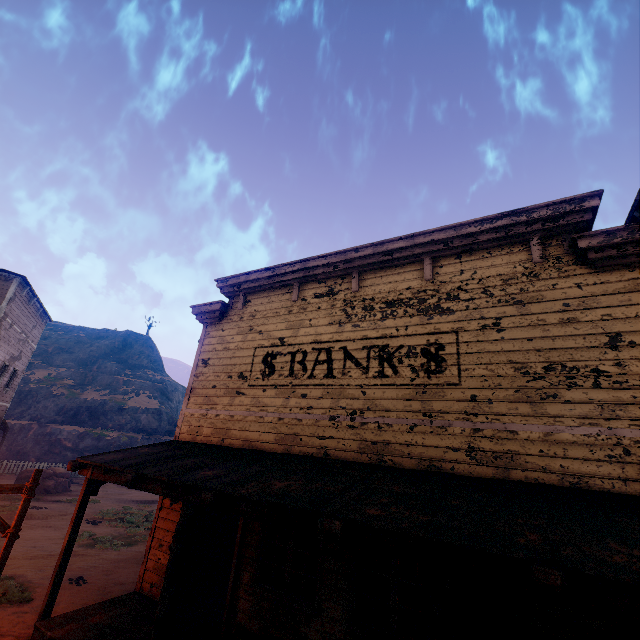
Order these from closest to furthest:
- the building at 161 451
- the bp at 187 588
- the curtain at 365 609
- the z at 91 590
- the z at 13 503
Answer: the building at 161 451 → the curtain at 365 609 → the bp at 187 588 → the z at 91 590 → the z at 13 503

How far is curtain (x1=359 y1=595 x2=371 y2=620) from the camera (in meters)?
5.18

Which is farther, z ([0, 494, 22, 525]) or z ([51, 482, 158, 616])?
z ([0, 494, 22, 525])

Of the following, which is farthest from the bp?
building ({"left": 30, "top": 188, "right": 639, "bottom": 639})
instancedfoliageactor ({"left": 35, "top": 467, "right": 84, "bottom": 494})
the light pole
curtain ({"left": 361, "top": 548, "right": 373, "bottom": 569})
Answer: instancedfoliageactor ({"left": 35, "top": 467, "right": 84, "bottom": 494})

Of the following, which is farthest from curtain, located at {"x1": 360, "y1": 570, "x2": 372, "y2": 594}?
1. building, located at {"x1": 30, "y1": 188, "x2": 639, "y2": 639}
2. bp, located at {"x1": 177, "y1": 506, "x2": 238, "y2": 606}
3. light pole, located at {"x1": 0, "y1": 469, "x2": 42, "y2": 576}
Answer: light pole, located at {"x1": 0, "y1": 469, "x2": 42, "y2": 576}

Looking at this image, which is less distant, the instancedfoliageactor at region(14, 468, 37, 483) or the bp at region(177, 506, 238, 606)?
the bp at region(177, 506, 238, 606)

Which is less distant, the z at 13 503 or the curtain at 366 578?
the curtain at 366 578

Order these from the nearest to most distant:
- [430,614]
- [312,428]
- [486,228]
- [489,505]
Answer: [430,614]
[489,505]
[486,228]
[312,428]
